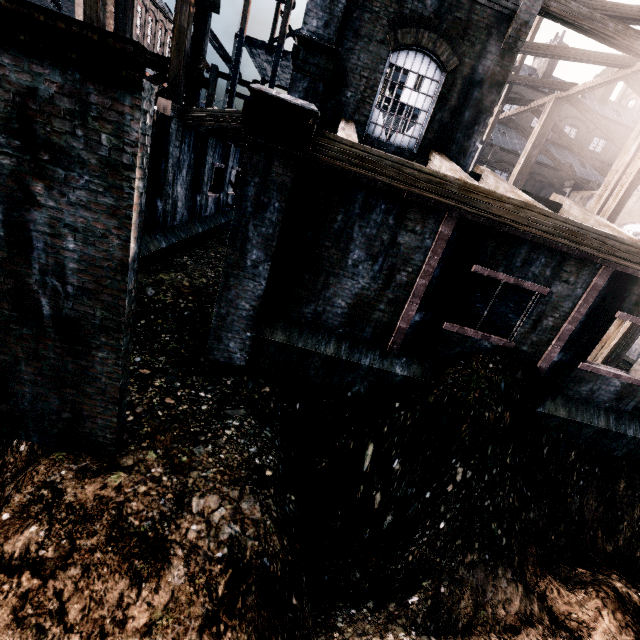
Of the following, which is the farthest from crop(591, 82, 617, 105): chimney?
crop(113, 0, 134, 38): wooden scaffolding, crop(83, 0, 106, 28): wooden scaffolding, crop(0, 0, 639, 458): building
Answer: crop(83, 0, 106, 28): wooden scaffolding

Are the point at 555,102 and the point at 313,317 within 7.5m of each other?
no

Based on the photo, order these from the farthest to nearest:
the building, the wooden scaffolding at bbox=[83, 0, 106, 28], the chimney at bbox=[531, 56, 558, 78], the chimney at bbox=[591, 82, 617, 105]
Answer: the chimney at bbox=[591, 82, 617, 105] < the chimney at bbox=[531, 56, 558, 78] < the wooden scaffolding at bbox=[83, 0, 106, 28] < the building

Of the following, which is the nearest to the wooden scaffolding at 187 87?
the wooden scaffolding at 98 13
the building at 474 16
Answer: the building at 474 16

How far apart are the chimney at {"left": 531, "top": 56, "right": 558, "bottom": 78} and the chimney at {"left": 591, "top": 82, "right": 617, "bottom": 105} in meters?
7.5

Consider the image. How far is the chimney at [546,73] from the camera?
41.8m

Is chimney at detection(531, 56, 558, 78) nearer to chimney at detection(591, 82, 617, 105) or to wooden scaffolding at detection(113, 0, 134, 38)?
chimney at detection(591, 82, 617, 105)

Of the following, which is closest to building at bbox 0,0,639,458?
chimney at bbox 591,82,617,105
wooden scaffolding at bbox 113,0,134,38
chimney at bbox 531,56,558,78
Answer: wooden scaffolding at bbox 113,0,134,38
